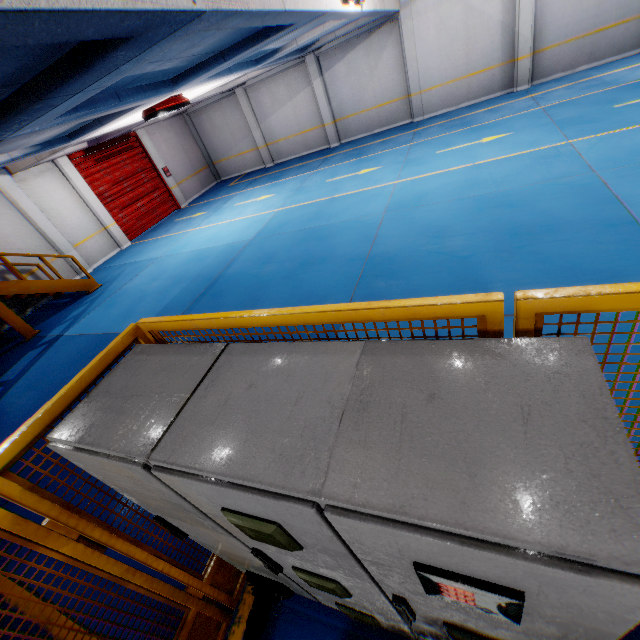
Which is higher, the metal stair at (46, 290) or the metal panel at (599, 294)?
the metal panel at (599, 294)

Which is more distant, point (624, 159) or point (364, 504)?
point (624, 159)

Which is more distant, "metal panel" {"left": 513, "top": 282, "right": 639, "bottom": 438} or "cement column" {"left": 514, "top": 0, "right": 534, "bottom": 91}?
"cement column" {"left": 514, "top": 0, "right": 534, "bottom": 91}

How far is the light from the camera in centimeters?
914cm

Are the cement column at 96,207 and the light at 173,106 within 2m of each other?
no

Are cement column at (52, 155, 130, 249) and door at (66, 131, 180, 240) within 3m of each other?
yes

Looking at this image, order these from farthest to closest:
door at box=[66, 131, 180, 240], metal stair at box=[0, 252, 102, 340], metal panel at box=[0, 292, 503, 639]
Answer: door at box=[66, 131, 180, 240] < metal stair at box=[0, 252, 102, 340] < metal panel at box=[0, 292, 503, 639]

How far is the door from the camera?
13.30m
